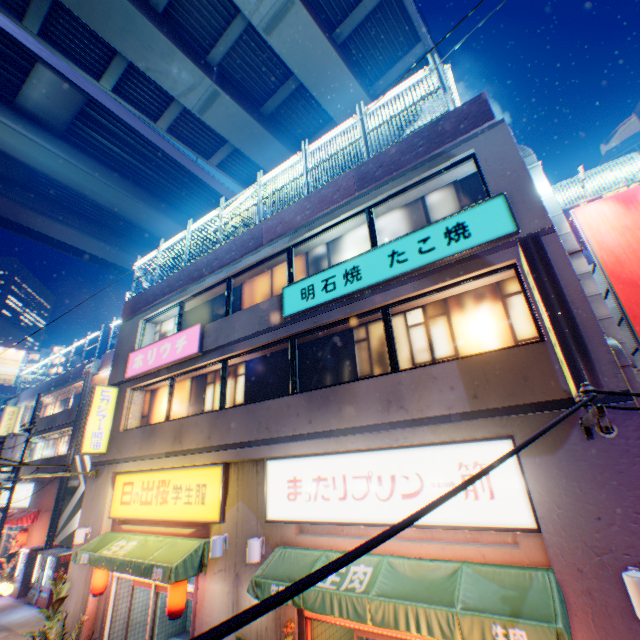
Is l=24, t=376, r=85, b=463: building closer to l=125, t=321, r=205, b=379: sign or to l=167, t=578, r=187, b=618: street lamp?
l=125, t=321, r=205, b=379: sign

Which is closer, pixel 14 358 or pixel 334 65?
pixel 334 65

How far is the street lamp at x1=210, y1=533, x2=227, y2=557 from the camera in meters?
7.7

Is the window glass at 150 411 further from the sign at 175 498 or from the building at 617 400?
the sign at 175 498

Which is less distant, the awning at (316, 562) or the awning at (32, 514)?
the awning at (316, 562)

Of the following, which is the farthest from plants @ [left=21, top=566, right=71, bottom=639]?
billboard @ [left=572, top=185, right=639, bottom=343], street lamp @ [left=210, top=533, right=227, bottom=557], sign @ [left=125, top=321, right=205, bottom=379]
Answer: billboard @ [left=572, top=185, right=639, bottom=343]

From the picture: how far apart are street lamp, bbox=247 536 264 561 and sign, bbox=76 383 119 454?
7.94m

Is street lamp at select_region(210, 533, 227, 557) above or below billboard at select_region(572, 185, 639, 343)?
below
